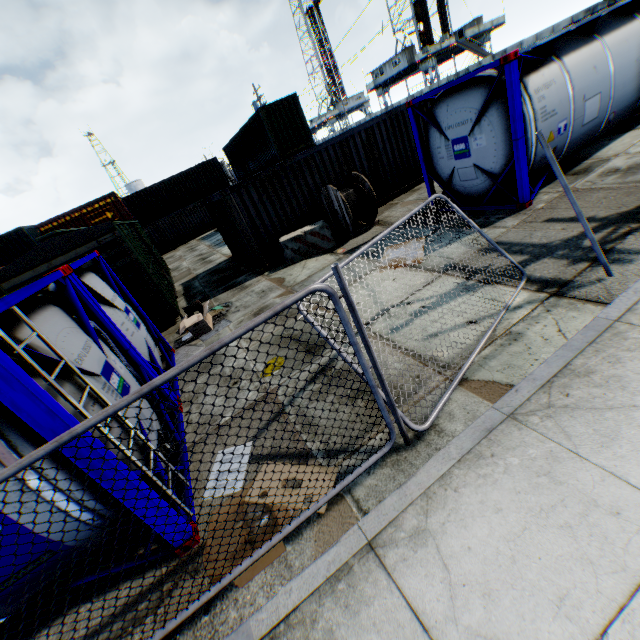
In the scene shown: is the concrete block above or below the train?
below

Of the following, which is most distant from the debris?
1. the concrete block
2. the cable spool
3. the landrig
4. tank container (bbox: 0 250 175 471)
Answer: the landrig

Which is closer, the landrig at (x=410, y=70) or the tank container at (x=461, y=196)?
the tank container at (x=461, y=196)

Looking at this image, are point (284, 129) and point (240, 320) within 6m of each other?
no

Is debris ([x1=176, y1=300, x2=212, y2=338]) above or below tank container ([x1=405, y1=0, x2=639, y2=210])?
below

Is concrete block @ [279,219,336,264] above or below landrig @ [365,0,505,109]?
below

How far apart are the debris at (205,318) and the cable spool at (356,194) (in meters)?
5.07

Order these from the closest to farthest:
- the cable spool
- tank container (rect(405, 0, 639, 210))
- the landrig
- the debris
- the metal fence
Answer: the metal fence → tank container (rect(405, 0, 639, 210)) → the debris → the cable spool → the landrig
